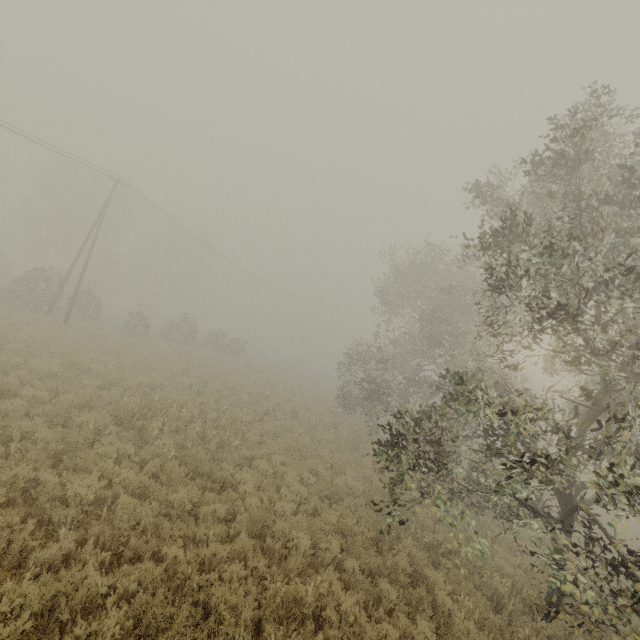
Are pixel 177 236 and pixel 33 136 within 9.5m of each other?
no
